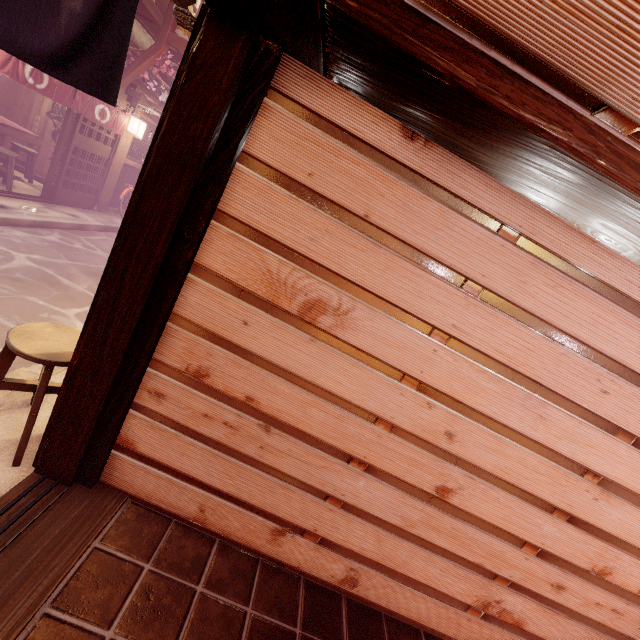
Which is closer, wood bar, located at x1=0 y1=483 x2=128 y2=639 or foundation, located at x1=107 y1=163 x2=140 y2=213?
wood bar, located at x1=0 y1=483 x2=128 y2=639

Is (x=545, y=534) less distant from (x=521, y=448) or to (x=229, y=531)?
(x=521, y=448)

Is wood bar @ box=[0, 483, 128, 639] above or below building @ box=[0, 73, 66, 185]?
below

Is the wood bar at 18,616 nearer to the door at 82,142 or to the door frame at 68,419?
the door frame at 68,419

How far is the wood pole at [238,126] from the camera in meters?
2.8 m

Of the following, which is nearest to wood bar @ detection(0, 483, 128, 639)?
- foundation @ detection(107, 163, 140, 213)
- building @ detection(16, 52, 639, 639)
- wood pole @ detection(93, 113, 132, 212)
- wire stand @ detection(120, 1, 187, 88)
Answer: building @ detection(16, 52, 639, 639)

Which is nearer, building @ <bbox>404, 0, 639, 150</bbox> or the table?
building @ <bbox>404, 0, 639, 150</bbox>

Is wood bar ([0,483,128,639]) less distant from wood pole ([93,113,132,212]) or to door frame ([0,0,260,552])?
door frame ([0,0,260,552])
